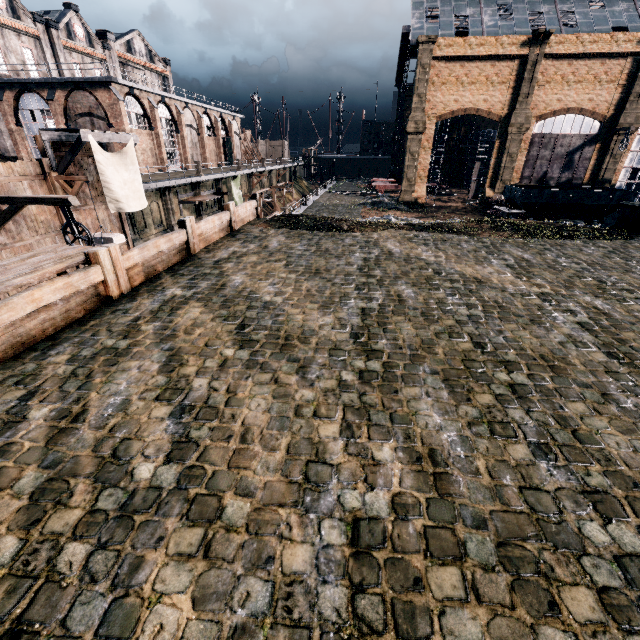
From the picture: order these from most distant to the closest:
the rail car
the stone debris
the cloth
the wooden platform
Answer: the stone debris, the rail car, the cloth, the wooden platform

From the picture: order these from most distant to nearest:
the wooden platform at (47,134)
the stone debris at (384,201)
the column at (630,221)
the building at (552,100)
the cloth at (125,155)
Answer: the stone debris at (384,201), the building at (552,100), the column at (630,221), the cloth at (125,155), the wooden platform at (47,134)

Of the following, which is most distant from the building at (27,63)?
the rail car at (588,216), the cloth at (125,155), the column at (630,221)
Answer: the column at (630,221)

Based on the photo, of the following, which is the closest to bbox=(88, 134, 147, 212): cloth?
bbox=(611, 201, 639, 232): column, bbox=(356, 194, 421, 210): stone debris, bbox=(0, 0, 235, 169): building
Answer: bbox=(0, 0, 235, 169): building

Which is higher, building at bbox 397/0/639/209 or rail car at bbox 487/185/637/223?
building at bbox 397/0/639/209

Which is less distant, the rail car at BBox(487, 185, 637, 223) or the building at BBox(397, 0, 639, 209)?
the rail car at BBox(487, 185, 637, 223)

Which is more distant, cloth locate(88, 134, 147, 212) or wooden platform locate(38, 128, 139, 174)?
cloth locate(88, 134, 147, 212)

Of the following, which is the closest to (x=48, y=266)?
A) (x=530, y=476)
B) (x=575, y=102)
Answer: (x=530, y=476)
